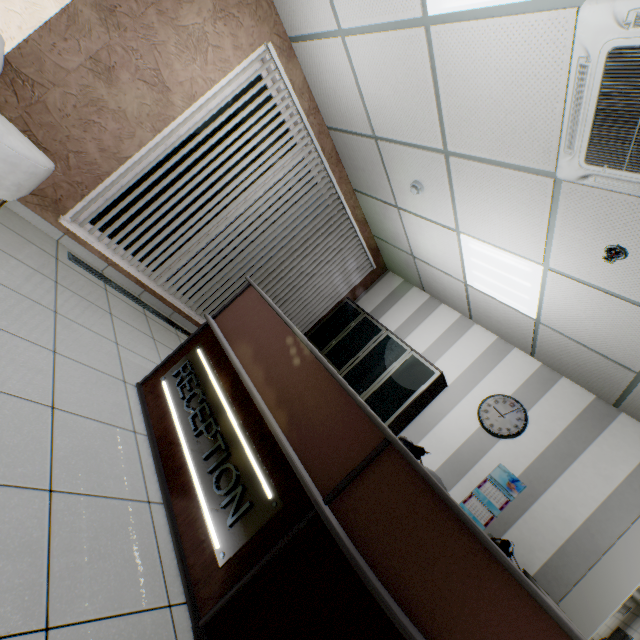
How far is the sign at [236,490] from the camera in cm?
152

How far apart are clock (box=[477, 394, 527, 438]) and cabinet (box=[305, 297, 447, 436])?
0.50m

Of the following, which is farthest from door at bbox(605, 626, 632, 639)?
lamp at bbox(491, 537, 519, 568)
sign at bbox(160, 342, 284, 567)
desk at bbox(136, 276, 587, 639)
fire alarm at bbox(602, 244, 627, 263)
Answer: sign at bbox(160, 342, 284, 567)

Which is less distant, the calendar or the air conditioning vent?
the air conditioning vent

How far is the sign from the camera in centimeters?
152cm

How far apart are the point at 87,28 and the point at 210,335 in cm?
282

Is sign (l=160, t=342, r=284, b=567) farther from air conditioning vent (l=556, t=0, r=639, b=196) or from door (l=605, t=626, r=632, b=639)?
door (l=605, t=626, r=632, b=639)

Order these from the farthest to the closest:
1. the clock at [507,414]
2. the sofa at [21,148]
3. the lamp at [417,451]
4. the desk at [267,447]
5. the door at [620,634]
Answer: the door at [620,634]
the clock at [507,414]
the sofa at [21,148]
the lamp at [417,451]
the desk at [267,447]
